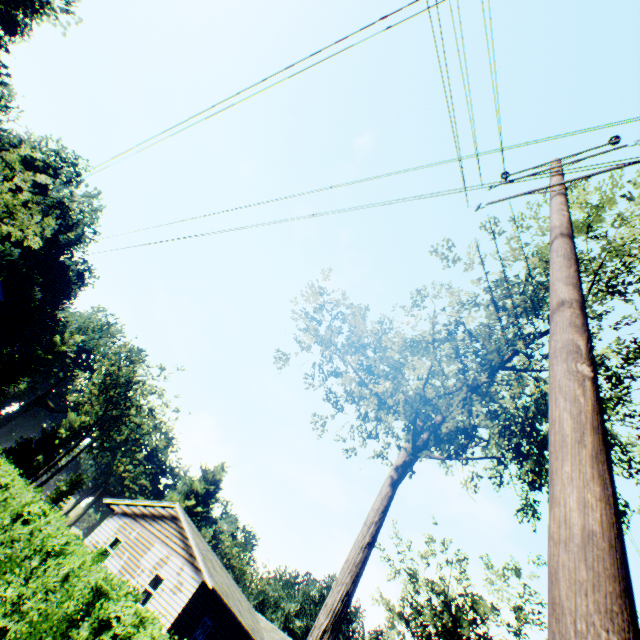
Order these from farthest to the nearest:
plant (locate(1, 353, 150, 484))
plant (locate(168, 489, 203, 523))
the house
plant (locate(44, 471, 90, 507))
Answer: plant (locate(168, 489, 203, 523))
plant (locate(44, 471, 90, 507))
plant (locate(1, 353, 150, 484))
the house

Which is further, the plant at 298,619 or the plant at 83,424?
the plant at 298,619

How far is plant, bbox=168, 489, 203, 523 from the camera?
57.84m

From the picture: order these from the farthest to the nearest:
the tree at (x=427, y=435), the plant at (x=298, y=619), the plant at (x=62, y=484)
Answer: the plant at (x=298, y=619)
the plant at (x=62, y=484)
the tree at (x=427, y=435)

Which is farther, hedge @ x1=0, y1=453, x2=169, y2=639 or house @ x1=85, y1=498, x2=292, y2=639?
house @ x1=85, y1=498, x2=292, y2=639

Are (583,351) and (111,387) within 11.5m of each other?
no

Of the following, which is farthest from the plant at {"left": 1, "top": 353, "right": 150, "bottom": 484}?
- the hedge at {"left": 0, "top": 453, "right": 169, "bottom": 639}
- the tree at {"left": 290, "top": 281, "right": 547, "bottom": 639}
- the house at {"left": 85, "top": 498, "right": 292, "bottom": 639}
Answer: the hedge at {"left": 0, "top": 453, "right": 169, "bottom": 639}
